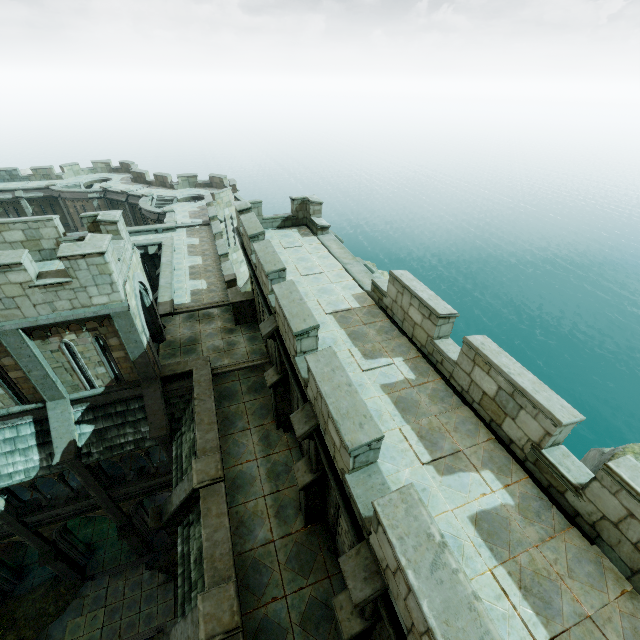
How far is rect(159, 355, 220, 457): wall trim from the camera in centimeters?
1082cm

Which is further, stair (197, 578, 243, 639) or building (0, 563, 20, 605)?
building (0, 563, 20, 605)

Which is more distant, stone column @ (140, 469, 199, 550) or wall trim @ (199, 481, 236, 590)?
stone column @ (140, 469, 199, 550)

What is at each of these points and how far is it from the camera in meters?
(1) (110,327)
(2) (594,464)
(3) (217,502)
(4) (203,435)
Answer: (1) building, 11.4 m
(2) rock, 13.7 m
(3) wall trim, 9.3 m
(4) wall trim, 11.0 m

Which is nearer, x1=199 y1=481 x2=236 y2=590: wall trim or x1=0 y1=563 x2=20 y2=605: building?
x1=199 y1=481 x2=236 y2=590: wall trim

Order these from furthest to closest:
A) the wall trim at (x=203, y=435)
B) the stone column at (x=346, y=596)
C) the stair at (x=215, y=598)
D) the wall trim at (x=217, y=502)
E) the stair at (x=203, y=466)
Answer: the wall trim at (x=203, y=435), the stair at (x=203, y=466), the wall trim at (x=217, y=502), the stair at (x=215, y=598), the stone column at (x=346, y=596)

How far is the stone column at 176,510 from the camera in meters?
9.9

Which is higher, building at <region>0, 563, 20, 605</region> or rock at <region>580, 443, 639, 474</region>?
rock at <region>580, 443, 639, 474</region>
